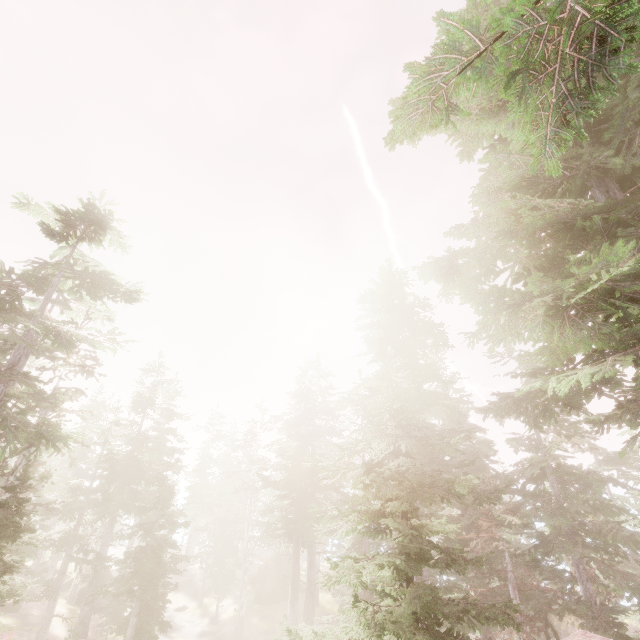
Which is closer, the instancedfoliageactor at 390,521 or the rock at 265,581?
the instancedfoliageactor at 390,521

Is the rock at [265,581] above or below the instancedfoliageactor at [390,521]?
below

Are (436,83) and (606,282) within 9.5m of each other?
yes

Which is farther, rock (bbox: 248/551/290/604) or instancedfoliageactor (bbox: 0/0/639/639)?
rock (bbox: 248/551/290/604)

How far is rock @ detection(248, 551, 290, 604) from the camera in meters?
37.1

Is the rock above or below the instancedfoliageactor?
below
